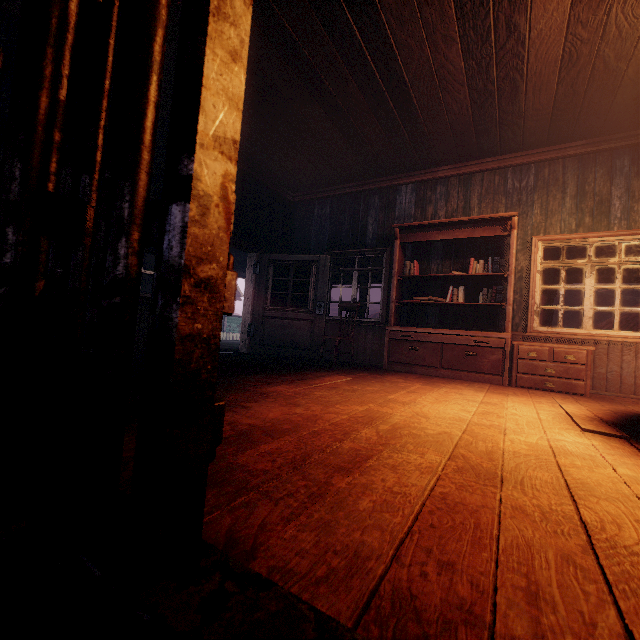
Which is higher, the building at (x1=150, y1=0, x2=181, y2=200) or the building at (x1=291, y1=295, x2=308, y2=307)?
the building at (x1=150, y1=0, x2=181, y2=200)

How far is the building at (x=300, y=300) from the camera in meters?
7.6

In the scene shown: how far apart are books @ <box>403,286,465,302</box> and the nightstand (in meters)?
1.10

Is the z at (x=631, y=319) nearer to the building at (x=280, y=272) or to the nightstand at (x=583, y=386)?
the building at (x=280, y=272)

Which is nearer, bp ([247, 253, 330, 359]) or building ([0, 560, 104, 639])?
building ([0, 560, 104, 639])

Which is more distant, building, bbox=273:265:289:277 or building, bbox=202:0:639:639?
building, bbox=273:265:289:277

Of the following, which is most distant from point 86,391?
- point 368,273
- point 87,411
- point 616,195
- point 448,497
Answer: point 368,273
